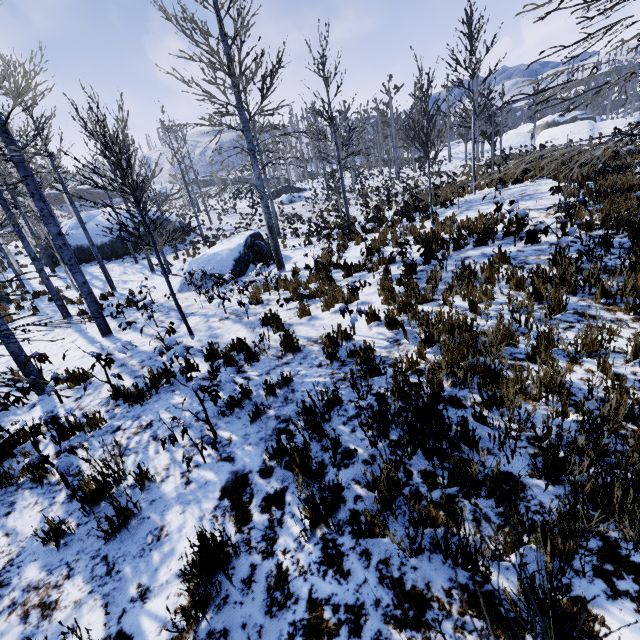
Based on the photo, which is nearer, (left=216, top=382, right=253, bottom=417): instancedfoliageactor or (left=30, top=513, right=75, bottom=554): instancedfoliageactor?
(left=30, top=513, right=75, bottom=554): instancedfoliageactor

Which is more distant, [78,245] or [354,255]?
[78,245]

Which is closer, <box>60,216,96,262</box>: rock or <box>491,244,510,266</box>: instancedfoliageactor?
<box>491,244,510,266</box>: instancedfoliageactor

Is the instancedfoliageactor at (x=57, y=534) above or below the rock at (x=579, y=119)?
below

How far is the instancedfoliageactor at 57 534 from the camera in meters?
2.8 m

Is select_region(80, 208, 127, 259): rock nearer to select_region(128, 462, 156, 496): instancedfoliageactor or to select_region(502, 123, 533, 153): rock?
select_region(128, 462, 156, 496): instancedfoliageactor

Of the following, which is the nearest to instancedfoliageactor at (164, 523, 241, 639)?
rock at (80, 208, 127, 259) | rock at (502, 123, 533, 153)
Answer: rock at (80, 208, 127, 259)

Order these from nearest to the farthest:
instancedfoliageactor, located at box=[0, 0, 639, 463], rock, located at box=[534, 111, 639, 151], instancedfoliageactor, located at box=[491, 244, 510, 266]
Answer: instancedfoliageactor, located at box=[0, 0, 639, 463], instancedfoliageactor, located at box=[491, 244, 510, 266], rock, located at box=[534, 111, 639, 151]
